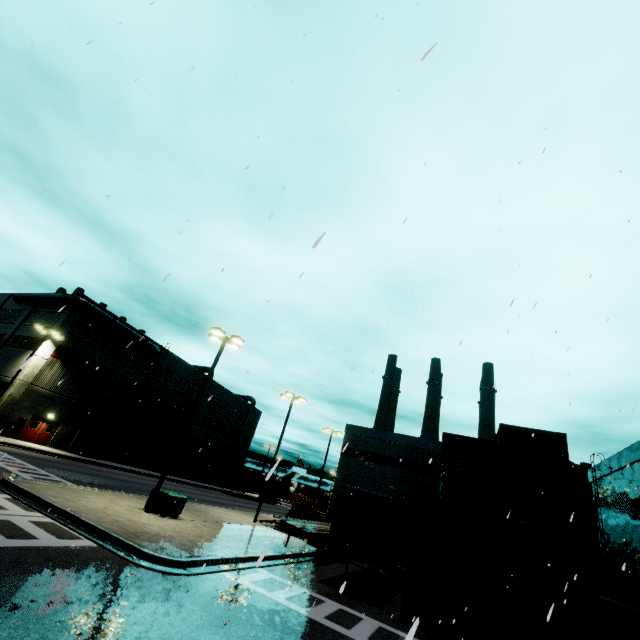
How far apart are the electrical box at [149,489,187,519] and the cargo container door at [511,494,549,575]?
15.20m

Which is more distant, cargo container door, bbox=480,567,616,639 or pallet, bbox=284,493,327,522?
pallet, bbox=284,493,327,522

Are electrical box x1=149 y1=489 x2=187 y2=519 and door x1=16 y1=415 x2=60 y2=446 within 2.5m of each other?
no

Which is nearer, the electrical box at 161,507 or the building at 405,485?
the electrical box at 161,507

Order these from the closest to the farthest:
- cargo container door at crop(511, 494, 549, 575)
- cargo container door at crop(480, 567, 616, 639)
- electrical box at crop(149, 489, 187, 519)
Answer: cargo container door at crop(480, 567, 616, 639), cargo container door at crop(511, 494, 549, 575), electrical box at crop(149, 489, 187, 519)

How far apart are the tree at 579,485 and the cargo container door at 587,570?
19.6 meters

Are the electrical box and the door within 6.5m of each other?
no

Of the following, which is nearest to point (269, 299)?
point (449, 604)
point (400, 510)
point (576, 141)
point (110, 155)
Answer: point (110, 155)
